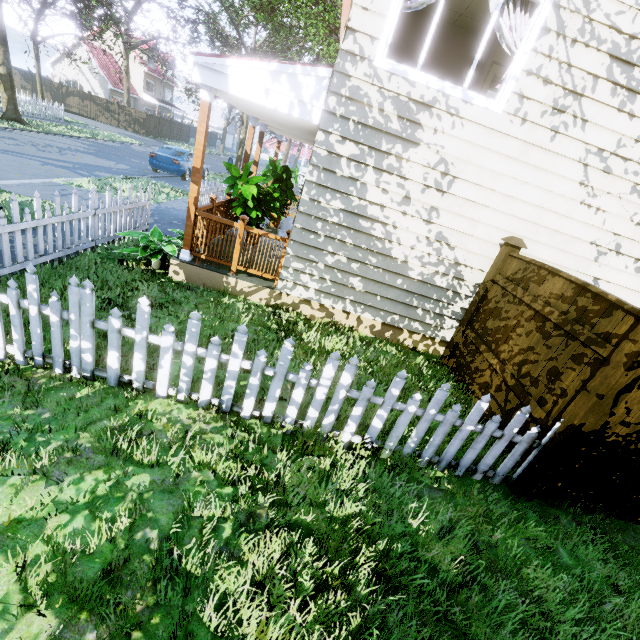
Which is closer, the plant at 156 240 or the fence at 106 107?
the plant at 156 240

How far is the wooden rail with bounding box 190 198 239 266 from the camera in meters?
5.7 m

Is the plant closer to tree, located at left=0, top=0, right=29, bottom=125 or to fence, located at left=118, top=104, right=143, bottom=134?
fence, located at left=118, top=104, right=143, bottom=134

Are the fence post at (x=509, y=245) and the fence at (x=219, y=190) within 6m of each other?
no

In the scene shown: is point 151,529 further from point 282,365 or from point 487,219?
point 487,219

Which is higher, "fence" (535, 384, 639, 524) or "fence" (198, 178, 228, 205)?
"fence" (198, 178, 228, 205)

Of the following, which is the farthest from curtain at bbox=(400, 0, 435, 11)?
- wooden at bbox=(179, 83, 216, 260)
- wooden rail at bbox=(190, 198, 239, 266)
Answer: wooden rail at bbox=(190, 198, 239, 266)

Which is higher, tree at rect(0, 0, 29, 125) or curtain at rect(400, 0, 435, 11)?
curtain at rect(400, 0, 435, 11)
